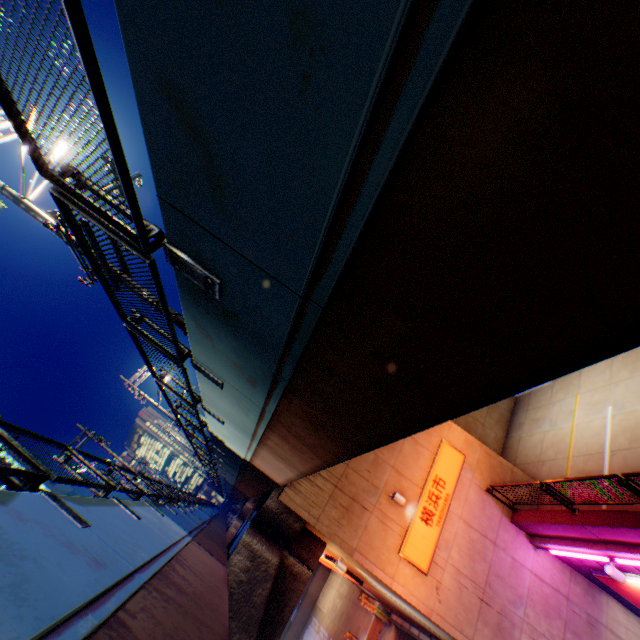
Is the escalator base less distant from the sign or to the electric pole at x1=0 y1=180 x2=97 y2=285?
the sign

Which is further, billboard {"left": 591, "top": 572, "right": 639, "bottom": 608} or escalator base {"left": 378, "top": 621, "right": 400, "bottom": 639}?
escalator base {"left": 378, "top": 621, "right": 400, "bottom": 639}

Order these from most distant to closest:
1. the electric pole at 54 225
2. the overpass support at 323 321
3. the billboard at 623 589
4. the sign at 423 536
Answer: the sign at 423 536 < the billboard at 623 589 < the electric pole at 54 225 < the overpass support at 323 321

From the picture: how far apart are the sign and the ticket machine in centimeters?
792cm

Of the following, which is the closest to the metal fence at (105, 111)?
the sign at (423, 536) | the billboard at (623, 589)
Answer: the sign at (423, 536)

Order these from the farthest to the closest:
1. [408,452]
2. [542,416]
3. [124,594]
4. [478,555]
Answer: [542,416] → [408,452] → [478,555] → [124,594]

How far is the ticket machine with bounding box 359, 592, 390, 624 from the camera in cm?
1598

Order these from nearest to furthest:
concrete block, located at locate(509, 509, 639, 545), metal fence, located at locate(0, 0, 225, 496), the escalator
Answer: metal fence, located at locate(0, 0, 225, 496), concrete block, located at locate(509, 509, 639, 545), the escalator
